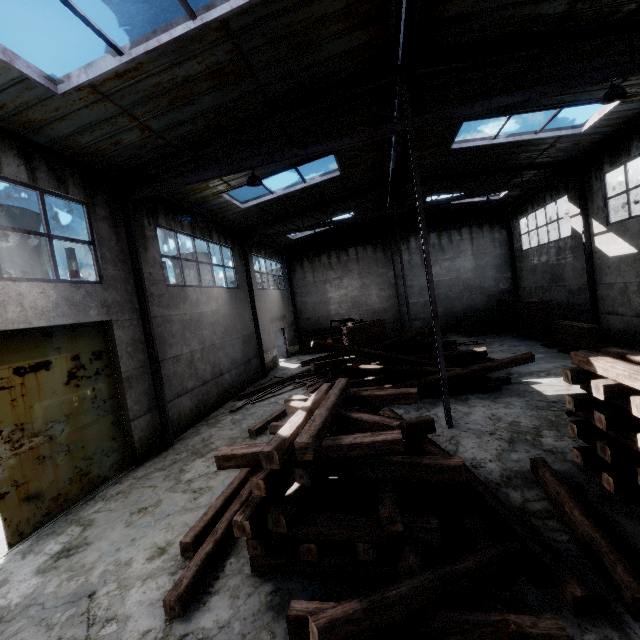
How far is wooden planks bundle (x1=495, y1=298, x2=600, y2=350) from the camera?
12.36m

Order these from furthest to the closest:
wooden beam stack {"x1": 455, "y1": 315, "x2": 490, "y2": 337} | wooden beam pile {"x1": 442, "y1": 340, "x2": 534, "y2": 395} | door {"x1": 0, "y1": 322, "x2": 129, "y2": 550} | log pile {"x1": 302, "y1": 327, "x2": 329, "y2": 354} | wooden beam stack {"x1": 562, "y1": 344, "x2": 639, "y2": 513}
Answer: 1. log pile {"x1": 302, "y1": 327, "x2": 329, "y2": 354}
2. wooden beam stack {"x1": 455, "y1": 315, "x2": 490, "y2": 337}
3. wooden beam pile {"x1": 442, "y1": 340, "x2": 534, "y2": 395}
4. door {"x1": 0, "y1": 322, "x2": 129, "y2": 550}
5. wooden beam stack {"x1": 562, "y1": 344, "x2": 639, "y2": 513}

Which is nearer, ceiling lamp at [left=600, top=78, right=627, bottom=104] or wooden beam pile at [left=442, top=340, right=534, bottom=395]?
ceiling lamp at [left=600, top=78, right=627, bottom=104]

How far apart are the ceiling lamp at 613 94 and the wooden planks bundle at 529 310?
10.0 meters

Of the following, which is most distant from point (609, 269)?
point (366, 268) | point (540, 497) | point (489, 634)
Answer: point (489, 634)

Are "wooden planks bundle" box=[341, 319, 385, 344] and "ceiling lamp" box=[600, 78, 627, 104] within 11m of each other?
no

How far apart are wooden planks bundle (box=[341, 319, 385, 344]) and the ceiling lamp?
11.9 meters

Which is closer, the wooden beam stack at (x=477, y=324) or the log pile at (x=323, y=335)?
the wooden beam stack at (x=477, y=324)
